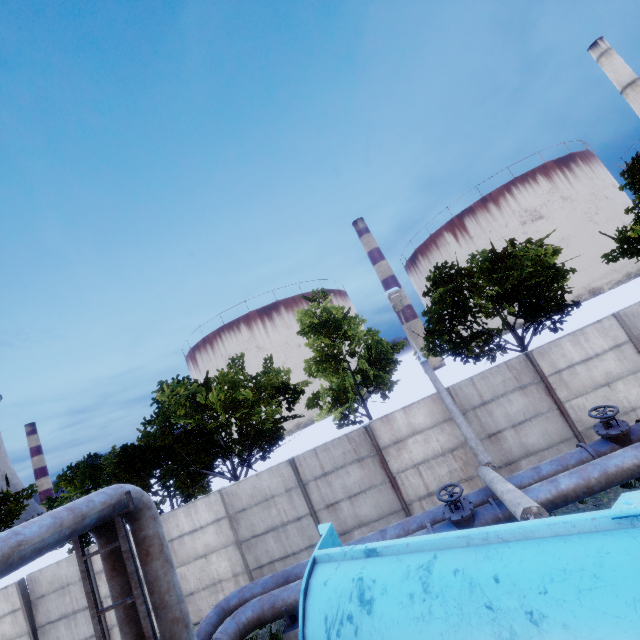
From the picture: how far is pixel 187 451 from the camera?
16.1 meters

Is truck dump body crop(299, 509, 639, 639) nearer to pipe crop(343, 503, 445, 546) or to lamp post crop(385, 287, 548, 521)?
pipe crop(343, 503, 445, 546)

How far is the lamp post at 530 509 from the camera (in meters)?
6.16

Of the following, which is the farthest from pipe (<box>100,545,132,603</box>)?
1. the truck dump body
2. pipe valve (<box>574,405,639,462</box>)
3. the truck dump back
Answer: the truck dump back

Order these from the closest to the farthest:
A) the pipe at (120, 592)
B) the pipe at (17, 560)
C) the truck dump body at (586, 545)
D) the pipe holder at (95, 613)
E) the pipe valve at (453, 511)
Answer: the truck dump body at (586, 545) < the pipe at (17, 560) < the pipe holder at (95, 613) < the pipe at (120, 592) < the pipe valve at (453, 511)

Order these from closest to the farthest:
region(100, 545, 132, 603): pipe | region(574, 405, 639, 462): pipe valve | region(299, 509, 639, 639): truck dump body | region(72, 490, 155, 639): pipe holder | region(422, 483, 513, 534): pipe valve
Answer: region(299, 509, 639, 639): truck dump body
region(72, 490, 155, 639): pipe holder
region(100, 545, 132, 603): pipe
region(422, 483, 513, 534): pipe valve
region(574, 405, 639, 462): pipe valve

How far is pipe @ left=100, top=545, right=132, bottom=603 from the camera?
6.65m

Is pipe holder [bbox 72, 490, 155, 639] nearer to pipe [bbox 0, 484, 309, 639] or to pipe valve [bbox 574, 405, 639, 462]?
pipe [bbox 0, 484, 309, 639]
